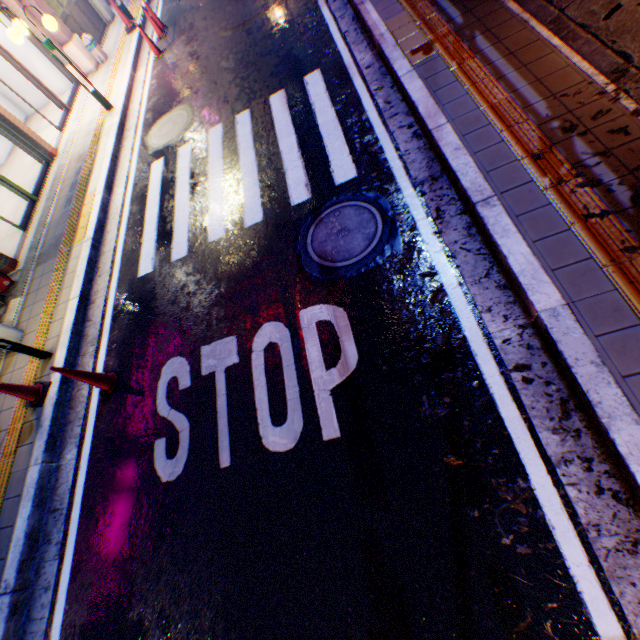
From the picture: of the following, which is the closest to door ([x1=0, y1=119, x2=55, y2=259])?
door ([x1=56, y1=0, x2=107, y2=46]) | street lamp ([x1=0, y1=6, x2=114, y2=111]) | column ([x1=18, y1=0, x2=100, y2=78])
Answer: street lamp ([x1=0, y1=6, x2=114, y2=111])

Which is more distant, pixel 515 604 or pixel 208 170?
pixel 208 170

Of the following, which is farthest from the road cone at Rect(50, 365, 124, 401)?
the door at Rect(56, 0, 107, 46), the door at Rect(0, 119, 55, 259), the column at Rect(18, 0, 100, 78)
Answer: the door at Rect(56, 0, 107, 46)

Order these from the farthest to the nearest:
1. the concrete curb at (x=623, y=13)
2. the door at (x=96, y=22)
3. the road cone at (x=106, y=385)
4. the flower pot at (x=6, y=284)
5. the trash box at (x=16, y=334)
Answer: the door at (x=96, y=22) < the flower pot at (x=6, y=284) < the trash box at (x=16, y=334) < the road cone at (x=106, y=385) < the concrete curb at (x=623, y=13)

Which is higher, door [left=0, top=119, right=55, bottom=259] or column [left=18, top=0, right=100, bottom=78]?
column [left=18, top=0, right=100, bottom=78]

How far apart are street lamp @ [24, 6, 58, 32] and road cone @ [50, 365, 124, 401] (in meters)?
8.14

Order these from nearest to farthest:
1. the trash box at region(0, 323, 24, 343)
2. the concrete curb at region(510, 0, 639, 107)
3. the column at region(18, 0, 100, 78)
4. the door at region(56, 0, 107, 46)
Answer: the concrete curb at region(510, 0, 639, 107), the trash box at region(0, 323, 24, 343), the column at region(18, 0, 100, 78), the door at region(56, 0, 107, 46)

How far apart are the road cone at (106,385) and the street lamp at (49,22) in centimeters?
814cm
